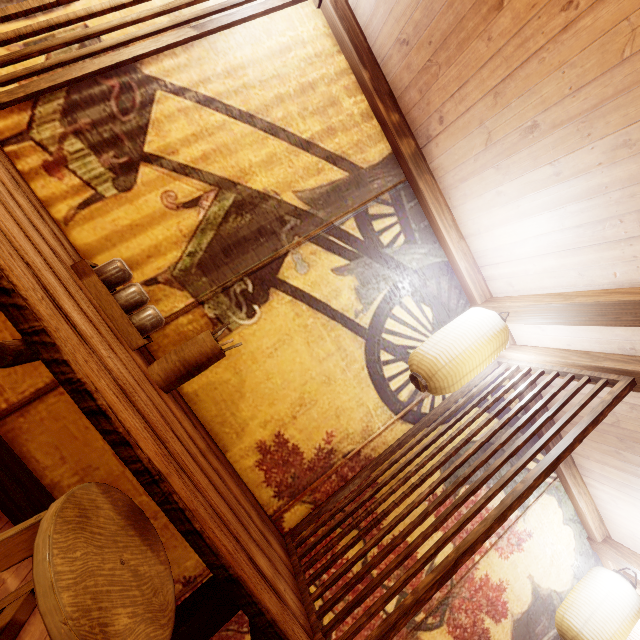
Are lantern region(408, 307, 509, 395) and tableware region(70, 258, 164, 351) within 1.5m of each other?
no

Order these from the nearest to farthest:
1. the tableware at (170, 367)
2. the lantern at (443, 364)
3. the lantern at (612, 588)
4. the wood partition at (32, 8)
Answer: the wood partition at (32, 8)
the tableware at (170, 367)
the lantern at (443, 364)
the lantern at (612, 588)

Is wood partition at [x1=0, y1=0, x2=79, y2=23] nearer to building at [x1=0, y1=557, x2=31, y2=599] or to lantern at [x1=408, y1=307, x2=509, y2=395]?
building at [x1=0, y1=557, x2=31, y2=599]

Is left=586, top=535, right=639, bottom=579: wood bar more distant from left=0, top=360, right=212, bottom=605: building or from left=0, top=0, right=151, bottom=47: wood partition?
left=0, top=0, right=151, bottom=47: wood partition

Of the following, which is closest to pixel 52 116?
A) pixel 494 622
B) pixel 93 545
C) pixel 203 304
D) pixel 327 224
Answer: pixel 203 304

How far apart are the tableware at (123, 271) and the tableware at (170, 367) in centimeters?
16cm

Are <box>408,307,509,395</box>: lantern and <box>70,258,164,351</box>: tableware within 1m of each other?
no
